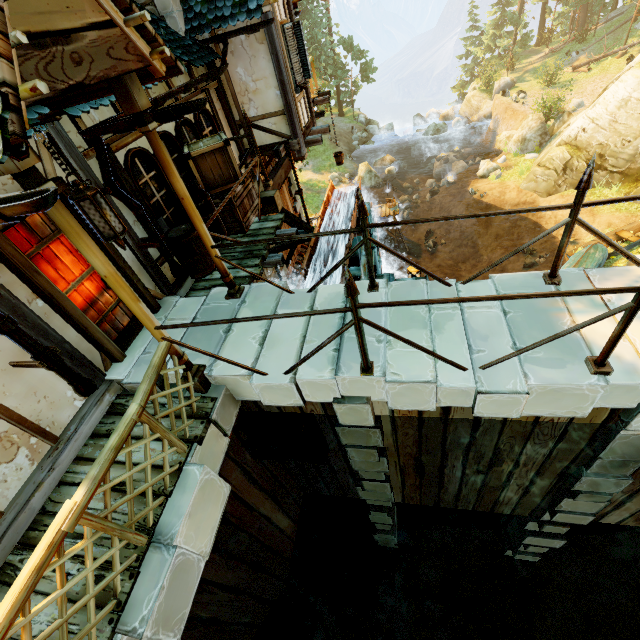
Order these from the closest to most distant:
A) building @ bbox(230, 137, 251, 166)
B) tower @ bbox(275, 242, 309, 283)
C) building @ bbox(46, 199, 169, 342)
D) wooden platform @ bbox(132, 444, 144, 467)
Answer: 1. building @ bbox(46, 199, 169, 342)
2. wooden platform @ bbox(132, 444, 144, 467)
3. building @ bbox(230, 137, 251, 166)
4. tower @ bbox(275, 242, 309, 283)

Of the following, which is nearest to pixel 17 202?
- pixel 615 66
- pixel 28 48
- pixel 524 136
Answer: pixel 28 48

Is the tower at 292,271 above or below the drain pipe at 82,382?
below

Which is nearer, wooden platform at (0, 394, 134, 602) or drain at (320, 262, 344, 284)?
wooden platform at (0, 394, 134, 602)

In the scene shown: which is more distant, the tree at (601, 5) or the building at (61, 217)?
the tree at (601, 5)

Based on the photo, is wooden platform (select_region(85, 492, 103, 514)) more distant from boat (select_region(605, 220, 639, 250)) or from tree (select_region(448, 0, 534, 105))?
boat (select_region(605, 220, 639, 250))

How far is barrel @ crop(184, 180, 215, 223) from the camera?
5.6 meters

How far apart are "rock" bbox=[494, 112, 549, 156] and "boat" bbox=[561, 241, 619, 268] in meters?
10.6
